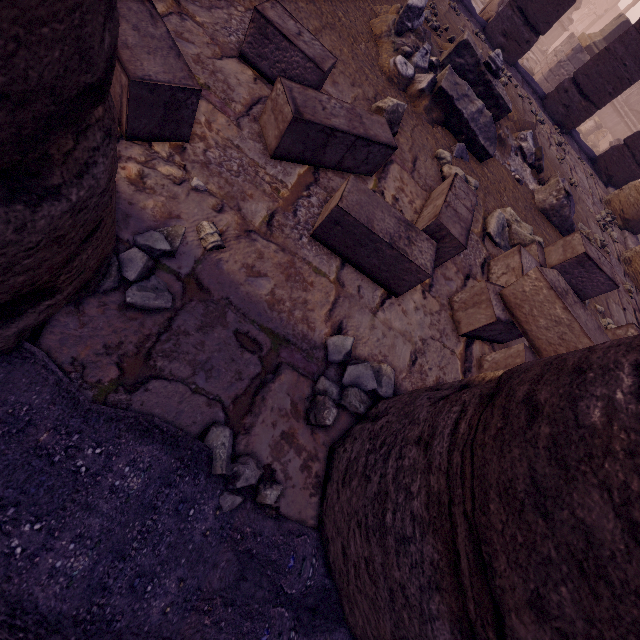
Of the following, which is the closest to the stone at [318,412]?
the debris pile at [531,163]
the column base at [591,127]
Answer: → the debris pile at [531,163]

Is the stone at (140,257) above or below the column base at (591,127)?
above

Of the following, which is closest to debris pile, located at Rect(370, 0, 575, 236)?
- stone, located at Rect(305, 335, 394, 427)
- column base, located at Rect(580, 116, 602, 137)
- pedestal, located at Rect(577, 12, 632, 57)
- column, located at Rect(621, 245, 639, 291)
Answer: column, located at Rect(621, 245, 639, 291)

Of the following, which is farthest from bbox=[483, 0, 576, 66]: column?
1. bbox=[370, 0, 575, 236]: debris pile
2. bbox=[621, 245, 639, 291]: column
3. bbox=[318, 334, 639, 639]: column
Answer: bbox=[318, 334, 639, 639]: column

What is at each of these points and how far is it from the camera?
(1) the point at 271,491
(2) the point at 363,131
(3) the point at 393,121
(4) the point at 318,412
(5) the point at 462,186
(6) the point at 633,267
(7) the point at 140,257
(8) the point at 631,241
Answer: (1) stone, 1.2m
(2) stone blocks, 2.0m
(3) rocks, 2.7m
(4) stone, 1.4m
(5) stone blocks, 2.6m
(6) column, 5.8m
(7) stone, 1.2m
(8) building base, 6.8m

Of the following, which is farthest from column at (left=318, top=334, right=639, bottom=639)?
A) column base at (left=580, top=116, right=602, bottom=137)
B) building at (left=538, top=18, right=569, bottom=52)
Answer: building at (left=538, top=18, right=569, bottom=52)

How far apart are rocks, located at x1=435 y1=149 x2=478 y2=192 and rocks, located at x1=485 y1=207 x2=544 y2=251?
0.3 meters

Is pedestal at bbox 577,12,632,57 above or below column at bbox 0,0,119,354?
above
